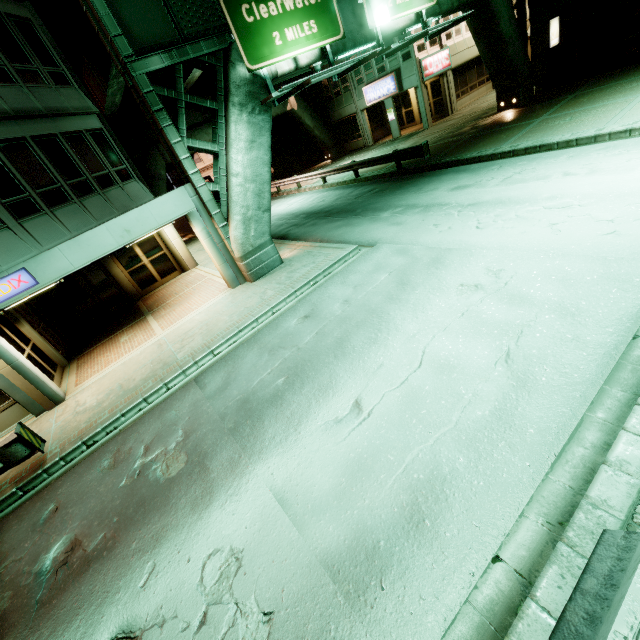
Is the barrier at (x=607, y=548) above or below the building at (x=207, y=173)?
below

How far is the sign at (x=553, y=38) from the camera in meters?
18.3 m

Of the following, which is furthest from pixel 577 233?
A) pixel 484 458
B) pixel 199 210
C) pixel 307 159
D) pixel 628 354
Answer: pixel 307 159

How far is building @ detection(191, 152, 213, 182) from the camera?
53.94m

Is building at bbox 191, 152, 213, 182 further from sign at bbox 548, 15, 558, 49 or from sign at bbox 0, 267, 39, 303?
sign at bbox 0, 267, 39, 303

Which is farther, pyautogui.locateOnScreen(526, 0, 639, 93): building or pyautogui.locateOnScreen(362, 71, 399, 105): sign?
pyautogui.locateOnScreen(362, 71, 399, 105): sign

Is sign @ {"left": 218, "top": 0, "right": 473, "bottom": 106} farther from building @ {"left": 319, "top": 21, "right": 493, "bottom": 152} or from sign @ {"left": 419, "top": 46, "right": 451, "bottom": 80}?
sign @ {"left": 419, "top": 46, "right": 451, "bottom": 80}

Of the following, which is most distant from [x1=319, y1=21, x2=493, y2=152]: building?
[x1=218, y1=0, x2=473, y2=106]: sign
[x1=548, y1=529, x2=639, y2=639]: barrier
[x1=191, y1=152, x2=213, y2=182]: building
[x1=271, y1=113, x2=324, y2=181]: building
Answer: [x1=191, y1=152, x2=213, y2=182]: building
